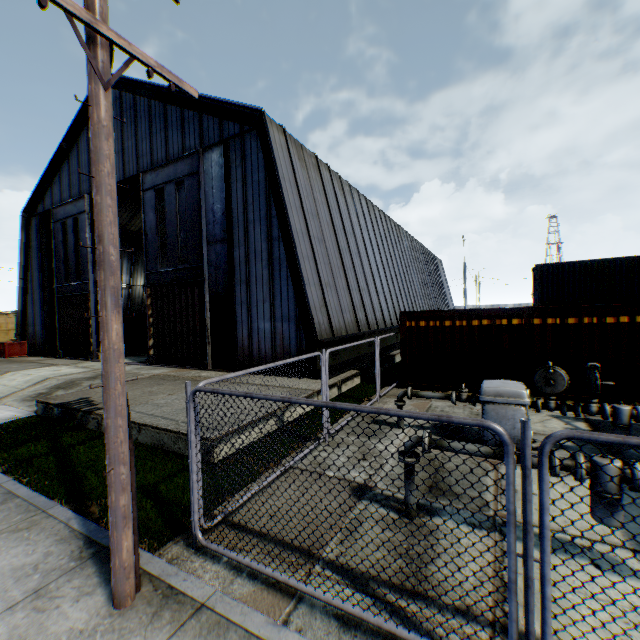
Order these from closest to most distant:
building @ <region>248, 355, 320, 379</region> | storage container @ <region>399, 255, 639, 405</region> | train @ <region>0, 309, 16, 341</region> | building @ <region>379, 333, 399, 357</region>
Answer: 1. storage container @ <region>399, 255, 639, 405</region>
2. building @ <region>248, 355, 320, 379</region>
3. building @ <region>379, 333, 399, 357</region>
4. train @ <region>0, 309, 16, 341</region>

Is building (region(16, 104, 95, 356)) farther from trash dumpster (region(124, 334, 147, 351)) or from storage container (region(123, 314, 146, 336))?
trash dumpster (region(124, 334, 147, 351))

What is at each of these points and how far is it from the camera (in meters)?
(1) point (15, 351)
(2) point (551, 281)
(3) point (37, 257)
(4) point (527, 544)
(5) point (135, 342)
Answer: (1) trash dumpster, 23.55
(2) storage container, 22.34
(3) building, 24.11
(4) metal fence, 2.37
(5) trash dumpster, 26.22

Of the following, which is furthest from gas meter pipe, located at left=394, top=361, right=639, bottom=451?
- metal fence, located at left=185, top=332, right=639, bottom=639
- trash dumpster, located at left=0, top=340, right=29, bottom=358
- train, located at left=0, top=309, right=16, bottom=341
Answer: train, located at left=0, top=309, right=16, bottom=341

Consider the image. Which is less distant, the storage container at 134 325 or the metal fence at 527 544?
the metal fence at 527 544

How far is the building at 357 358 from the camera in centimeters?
1321cm

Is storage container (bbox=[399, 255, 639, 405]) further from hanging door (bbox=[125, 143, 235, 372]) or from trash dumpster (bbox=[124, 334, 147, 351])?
trash dumpster (bbox=[124, 334, 147, 351])

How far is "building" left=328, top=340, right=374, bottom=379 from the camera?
13.21m
